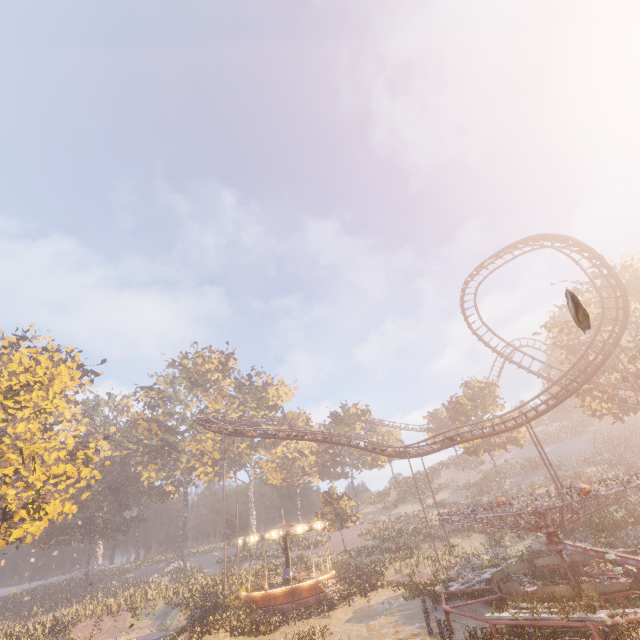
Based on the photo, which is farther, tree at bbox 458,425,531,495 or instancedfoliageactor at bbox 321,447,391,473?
instancedfoliageactor at bbox 321,447,391,473

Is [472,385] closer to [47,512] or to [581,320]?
[47,512]

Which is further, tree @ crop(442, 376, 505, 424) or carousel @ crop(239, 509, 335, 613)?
tree @ crop(442, 376, 505, 424)

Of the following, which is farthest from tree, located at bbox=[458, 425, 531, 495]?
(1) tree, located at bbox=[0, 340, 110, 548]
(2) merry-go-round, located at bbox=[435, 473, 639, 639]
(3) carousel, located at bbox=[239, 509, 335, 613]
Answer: Answer: (1) tree, located at bbox=[0, 340, 110, 548]

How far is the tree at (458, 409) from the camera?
44.8 meters

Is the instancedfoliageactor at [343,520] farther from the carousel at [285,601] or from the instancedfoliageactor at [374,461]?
the instancedfoliageactor at [374,461]

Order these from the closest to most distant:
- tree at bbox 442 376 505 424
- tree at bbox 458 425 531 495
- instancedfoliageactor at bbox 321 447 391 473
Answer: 1. tree at bbox 458 425 531 495
2. tree at bbox 442 376 505 424
3. instancedfoliageactor at bbox 321 447 391 473

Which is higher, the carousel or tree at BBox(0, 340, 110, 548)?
tree at BBox(0, 340, 110, 548)
